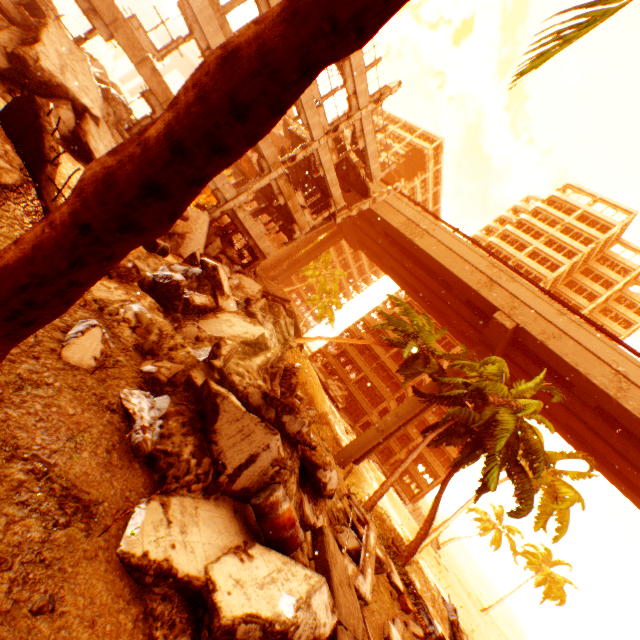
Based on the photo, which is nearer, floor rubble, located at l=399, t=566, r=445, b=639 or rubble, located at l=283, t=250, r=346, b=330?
floor rubble, located at l=399, t=566, r=445, b=639

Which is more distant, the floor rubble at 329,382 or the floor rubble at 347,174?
the floor rubble at 329,382

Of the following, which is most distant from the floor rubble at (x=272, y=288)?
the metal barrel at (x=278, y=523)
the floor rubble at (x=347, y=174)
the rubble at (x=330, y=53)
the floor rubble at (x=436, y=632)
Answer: the metal barrel at (x=278, y=523)

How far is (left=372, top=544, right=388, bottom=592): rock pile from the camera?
9.18m

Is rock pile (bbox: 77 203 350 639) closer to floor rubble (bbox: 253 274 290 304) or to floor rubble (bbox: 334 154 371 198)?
floor rubble (bbox: 253 274 290 304)

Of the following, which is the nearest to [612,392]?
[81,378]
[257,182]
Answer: [257,182]

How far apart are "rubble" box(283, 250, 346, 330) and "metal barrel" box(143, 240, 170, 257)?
30.63m

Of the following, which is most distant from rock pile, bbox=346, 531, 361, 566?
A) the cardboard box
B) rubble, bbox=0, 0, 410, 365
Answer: the cardboard box
